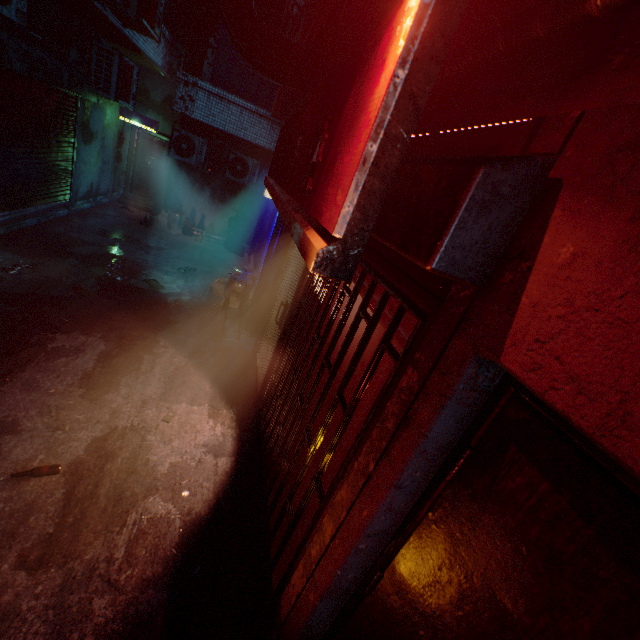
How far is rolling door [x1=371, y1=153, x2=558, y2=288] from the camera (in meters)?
0.84

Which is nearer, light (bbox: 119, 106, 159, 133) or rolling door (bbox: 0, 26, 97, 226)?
rolling door (bbox: 0, 26, 97, 226)

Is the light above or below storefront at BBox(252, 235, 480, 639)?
above

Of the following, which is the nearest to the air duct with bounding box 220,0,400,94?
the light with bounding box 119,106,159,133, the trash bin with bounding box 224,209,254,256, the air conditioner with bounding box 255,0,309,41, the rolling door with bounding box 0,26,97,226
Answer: the air conditioner with bounding box 255,0,309,41

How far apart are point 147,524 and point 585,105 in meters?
3.2 m

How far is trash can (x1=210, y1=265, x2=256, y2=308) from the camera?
5.86m

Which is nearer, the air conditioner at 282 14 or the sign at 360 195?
the sign at 360 195

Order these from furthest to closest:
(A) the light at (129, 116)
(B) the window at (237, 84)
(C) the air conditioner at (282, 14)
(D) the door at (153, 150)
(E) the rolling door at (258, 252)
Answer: (D) the door at (153, 150), (A) the light at (129, 116), (B) the window at (237, 84), (E) the rolling door at (258, 252), (C) the air conditioner at (282, 14)
